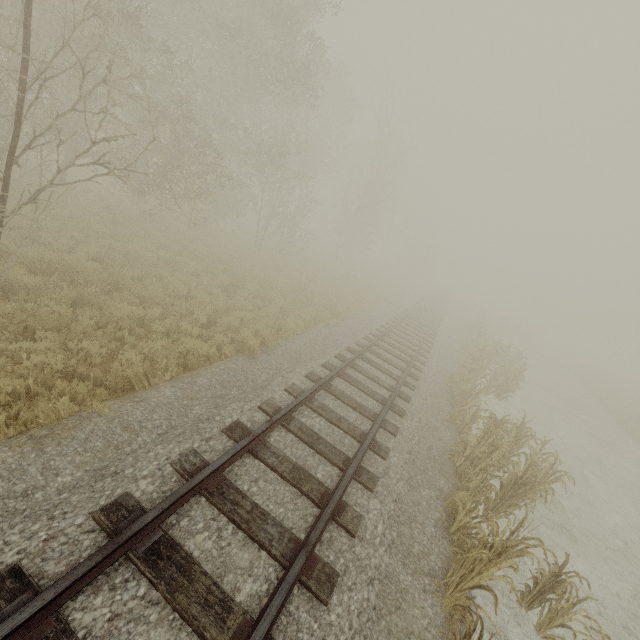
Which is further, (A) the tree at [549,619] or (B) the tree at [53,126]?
(B) the tree at [53,126]

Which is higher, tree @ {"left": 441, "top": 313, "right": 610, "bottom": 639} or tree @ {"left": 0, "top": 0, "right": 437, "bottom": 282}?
tree @ {"left": 0, "top": 0, "right": 437, "bottom": 282}

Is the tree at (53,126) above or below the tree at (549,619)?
above

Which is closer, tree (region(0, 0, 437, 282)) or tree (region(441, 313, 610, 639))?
tree (region(441, 313, 610, 639))

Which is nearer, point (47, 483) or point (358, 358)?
point (47, 483)
